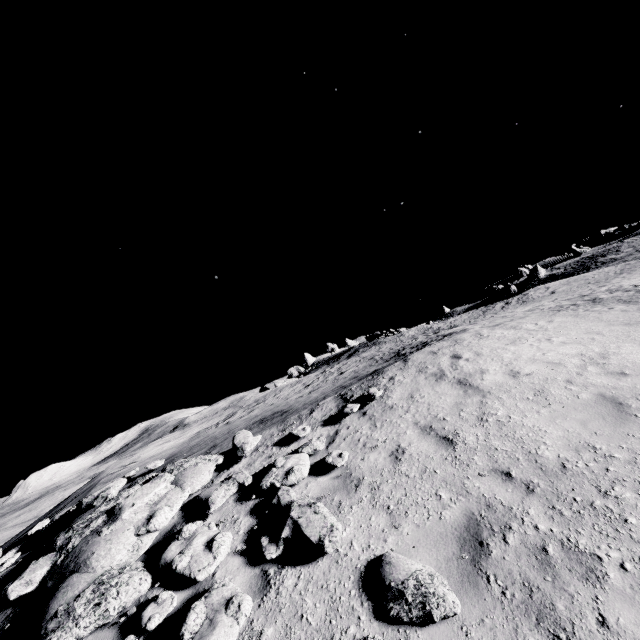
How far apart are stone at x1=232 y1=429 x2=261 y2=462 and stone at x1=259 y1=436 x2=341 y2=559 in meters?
2.8

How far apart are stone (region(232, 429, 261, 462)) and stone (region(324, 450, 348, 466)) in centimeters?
134cm

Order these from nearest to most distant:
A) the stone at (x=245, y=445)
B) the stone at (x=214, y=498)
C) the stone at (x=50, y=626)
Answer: the stone at (x=50, y=626), the stone at (x=214, y=498), the stone at (x=245, y=445)

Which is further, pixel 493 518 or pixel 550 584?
pixel 493 518

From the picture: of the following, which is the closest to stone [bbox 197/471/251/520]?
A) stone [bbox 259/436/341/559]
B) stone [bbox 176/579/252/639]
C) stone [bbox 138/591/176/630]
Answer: stone [bbox 138/591/176/630]

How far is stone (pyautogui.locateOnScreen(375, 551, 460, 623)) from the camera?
3.6 meters

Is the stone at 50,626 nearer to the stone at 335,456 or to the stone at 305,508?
the stone at 335,456

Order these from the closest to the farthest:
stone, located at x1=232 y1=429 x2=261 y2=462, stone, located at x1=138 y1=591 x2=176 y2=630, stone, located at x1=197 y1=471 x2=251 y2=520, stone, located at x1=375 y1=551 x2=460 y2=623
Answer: stone, located at x1=375 y1=551 x2=460 y2=623, stone, located at x1=138 y1=591 x2=176 y2=630, stone, located at x1=197 y1=471 x2=251 y2=520, stone, located at x1=232 y1=429 x2=261 y2=462
